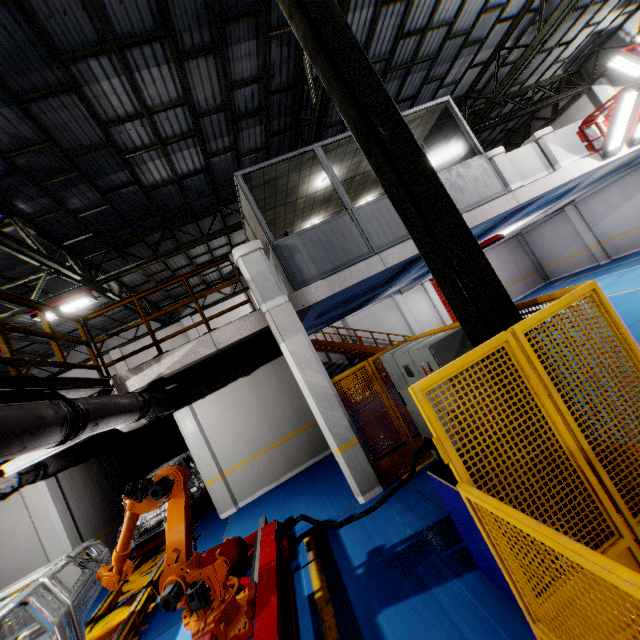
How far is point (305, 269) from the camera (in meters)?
6.91

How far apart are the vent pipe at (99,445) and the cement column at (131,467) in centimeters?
133cm

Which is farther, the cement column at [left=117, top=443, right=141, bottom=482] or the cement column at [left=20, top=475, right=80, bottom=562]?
the cement column at [left=117, top=443, right=141, bottom=482]

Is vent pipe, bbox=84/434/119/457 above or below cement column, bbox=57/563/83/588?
above

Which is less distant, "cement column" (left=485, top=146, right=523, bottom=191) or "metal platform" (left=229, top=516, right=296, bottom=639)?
"metal platform" (left=229, top=516, right=296, bottom=639)

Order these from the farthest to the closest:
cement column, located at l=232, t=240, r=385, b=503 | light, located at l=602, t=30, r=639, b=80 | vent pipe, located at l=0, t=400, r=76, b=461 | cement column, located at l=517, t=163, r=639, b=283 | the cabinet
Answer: cement column, located at l=517, t=163, r=639, b=283
light, located at l=602, t=30, r=639, b=80
cement column, located at l=232, t=240, r=385, b=503
the cabinet
vent pipe, located at l=0, t=400, r=76, b=461

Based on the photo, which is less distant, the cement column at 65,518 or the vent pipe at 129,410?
the vent pipe at 129,410

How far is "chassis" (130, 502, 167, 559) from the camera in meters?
8.5
